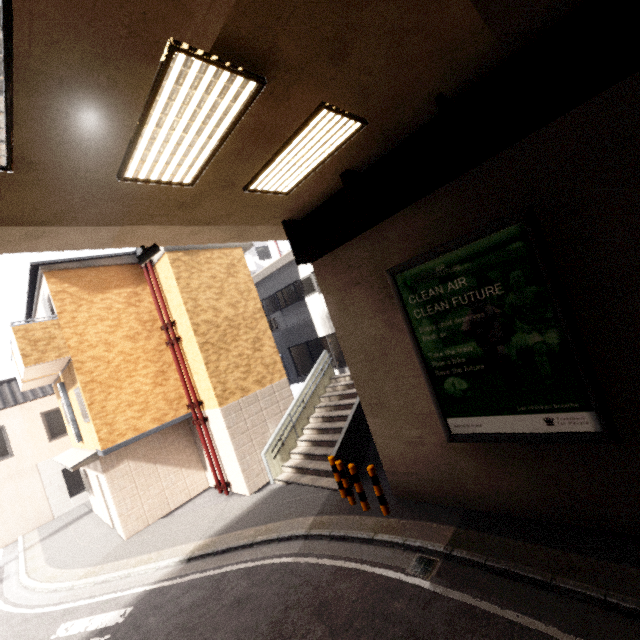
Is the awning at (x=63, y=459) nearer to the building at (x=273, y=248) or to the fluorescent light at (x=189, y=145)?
the fluorescent light at (x=189, y=145)

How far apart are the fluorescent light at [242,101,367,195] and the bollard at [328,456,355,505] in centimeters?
628cm

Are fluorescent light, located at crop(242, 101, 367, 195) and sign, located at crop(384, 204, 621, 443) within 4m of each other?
yes

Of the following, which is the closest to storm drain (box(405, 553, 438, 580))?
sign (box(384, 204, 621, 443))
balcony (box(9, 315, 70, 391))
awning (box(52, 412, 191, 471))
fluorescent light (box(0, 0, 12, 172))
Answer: sign (box(384, 204, 621, 443))

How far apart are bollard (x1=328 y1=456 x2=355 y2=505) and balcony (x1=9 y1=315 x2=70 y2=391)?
8.7m

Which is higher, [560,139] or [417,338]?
[560,139]

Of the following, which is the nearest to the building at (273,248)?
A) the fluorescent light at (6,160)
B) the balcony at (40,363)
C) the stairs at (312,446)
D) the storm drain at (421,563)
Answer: the balcony at (40,363)

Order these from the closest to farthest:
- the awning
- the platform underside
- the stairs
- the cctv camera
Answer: the platform underside → the cctv camera → the stairs → the awning
